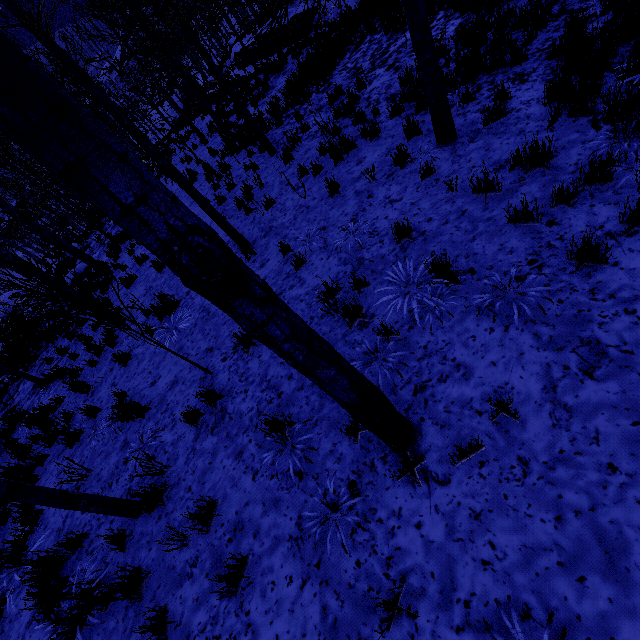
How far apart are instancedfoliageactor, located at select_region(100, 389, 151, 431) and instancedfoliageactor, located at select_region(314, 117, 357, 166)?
4.9m

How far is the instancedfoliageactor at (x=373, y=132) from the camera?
6.9 meters

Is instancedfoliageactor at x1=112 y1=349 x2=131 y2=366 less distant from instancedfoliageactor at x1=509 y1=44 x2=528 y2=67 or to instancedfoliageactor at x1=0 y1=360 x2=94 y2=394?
instancedfoliageactor at x1=0 y1=360 x2=94 y2=394

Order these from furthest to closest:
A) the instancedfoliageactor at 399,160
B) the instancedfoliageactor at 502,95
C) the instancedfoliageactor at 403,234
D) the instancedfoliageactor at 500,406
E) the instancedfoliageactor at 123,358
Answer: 1. the instancedfoliageactor at 123,358
2. the instancedfoliageactor at 399,160
3. the instancedfoliageactor at 502,95
4. the instancedfoliageactor at 403,234
5. the instancedfoliageactor at 500,406

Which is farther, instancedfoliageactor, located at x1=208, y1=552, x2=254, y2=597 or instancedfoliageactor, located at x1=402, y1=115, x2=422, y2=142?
instancedfoliageactor, located at x1=402, y1=115, x2=422, y2=142

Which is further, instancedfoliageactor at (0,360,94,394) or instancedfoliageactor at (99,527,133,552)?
instancedfoliageactor at (0,360,94,394)

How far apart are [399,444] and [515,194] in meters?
3.5

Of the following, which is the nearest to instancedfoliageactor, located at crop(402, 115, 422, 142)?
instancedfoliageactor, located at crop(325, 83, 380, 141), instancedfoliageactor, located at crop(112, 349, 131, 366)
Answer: instancedfoliageactor, located at crop(112, 349, 131, 366)
